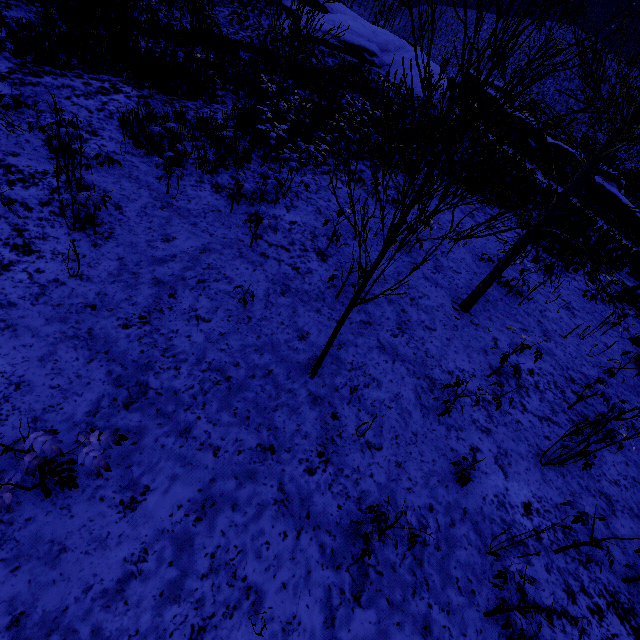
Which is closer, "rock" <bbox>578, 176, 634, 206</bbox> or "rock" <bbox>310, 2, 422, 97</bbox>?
"rock" <bbox>578, 176, 634, 206</bbox>

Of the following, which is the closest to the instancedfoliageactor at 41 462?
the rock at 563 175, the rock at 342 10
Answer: the rock at 563 175

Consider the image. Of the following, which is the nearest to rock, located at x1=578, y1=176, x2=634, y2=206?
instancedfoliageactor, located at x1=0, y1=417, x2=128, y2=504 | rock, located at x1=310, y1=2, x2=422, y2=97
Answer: rock, located at x1=310, y1=2, x2=422, y2=97

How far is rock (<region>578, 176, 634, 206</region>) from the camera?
21.22m

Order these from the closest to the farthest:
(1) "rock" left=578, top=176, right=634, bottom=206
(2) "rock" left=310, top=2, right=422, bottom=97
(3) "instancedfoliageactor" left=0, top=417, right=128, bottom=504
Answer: (3) "instancedfoliageactor" left=0, top=417, right=128, bottom=504 < (1) "rock" left=578, top=176, right=634, bottom=206 < (2) "rock" left=310, top=2, right=422, bottom=97

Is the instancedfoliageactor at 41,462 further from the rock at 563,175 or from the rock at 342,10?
the rock at 342,10

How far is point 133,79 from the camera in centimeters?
966cm

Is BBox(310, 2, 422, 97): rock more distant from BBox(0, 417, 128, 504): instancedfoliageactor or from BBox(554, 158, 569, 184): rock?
BBox(0, 417, 128, 504): instancedfoliageactor
